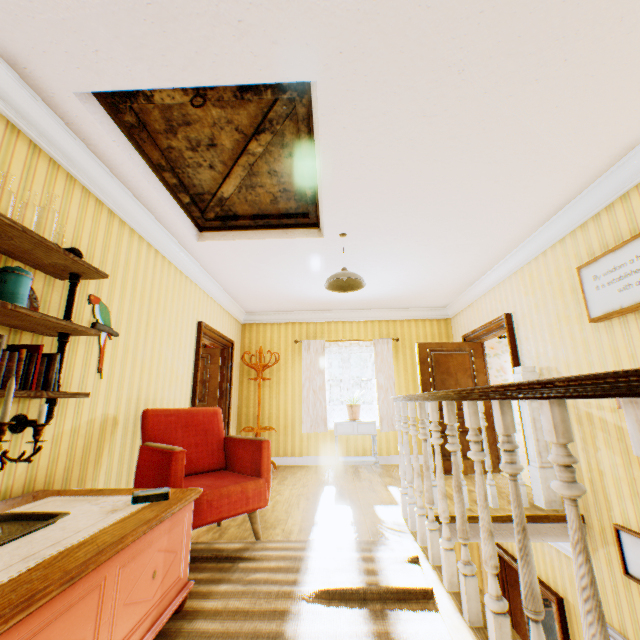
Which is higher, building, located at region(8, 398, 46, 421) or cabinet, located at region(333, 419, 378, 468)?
building, located at region(8, 398, 46, 421)

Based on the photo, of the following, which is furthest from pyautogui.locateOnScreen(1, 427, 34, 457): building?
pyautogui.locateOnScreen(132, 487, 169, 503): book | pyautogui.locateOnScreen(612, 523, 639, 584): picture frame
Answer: pyautogui.locateOnScreen(132, 487, 169, 503): book

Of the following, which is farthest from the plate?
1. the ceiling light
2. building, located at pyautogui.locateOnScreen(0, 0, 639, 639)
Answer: the ceiling light

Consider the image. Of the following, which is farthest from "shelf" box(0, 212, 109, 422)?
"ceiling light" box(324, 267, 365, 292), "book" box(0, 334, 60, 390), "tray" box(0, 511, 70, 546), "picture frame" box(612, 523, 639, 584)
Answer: "picture frame" box(612, 523, 639, 584)

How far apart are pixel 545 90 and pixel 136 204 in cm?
352

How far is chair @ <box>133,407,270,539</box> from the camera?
2.49m

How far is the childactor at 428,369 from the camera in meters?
5.7

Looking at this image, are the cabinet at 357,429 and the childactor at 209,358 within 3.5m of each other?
yes
